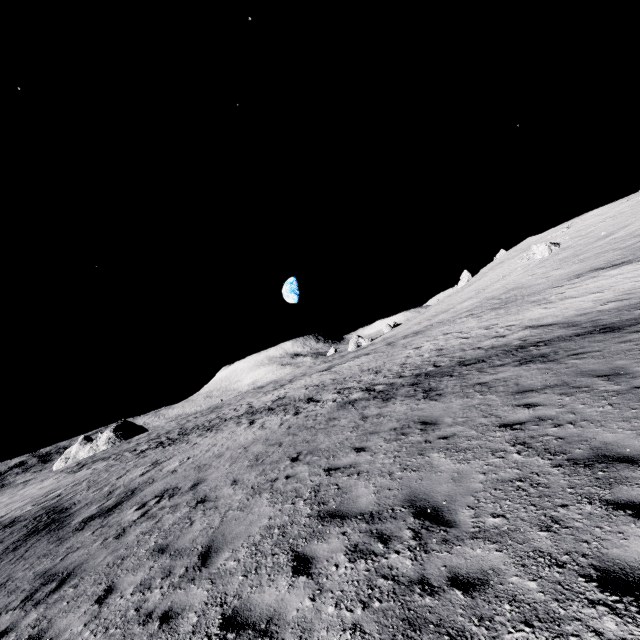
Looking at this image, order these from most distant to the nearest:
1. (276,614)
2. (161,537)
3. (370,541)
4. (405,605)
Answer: (161,537)
(370,541)
(276,614)
(405,605)

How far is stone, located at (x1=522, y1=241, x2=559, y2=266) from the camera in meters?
46.5 m

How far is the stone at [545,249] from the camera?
46.53m
